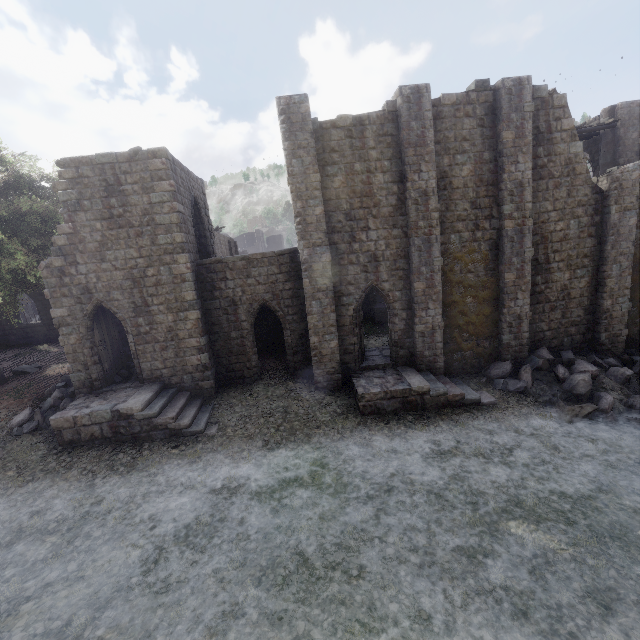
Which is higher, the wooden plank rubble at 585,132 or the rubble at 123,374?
the wooden plank rubble at 585,132

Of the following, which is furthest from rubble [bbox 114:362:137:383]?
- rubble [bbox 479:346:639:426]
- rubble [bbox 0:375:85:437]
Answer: rubble [bbox 479:346:639:426]

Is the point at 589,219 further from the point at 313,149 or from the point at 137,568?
the point at 137,568

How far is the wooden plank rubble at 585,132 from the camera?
17.94m

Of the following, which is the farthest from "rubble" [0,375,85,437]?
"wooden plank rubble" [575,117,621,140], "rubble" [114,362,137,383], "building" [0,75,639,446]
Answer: "wooden plank rubble" [575,117,621,140]

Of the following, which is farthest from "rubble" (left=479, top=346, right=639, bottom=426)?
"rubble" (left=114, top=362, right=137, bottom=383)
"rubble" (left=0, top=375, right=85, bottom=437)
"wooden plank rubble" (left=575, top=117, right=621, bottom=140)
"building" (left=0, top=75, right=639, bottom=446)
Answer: "rubble" (left=0, top=375, right=85, bottom=437)

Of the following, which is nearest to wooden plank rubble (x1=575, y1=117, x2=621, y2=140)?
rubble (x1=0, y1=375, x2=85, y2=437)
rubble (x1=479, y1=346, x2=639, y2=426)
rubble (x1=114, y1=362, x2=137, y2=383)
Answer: rubble (x1=479, y1=346, x2=639, y2=426)

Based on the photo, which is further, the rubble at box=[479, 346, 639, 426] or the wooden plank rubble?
the wooden plank rubble
